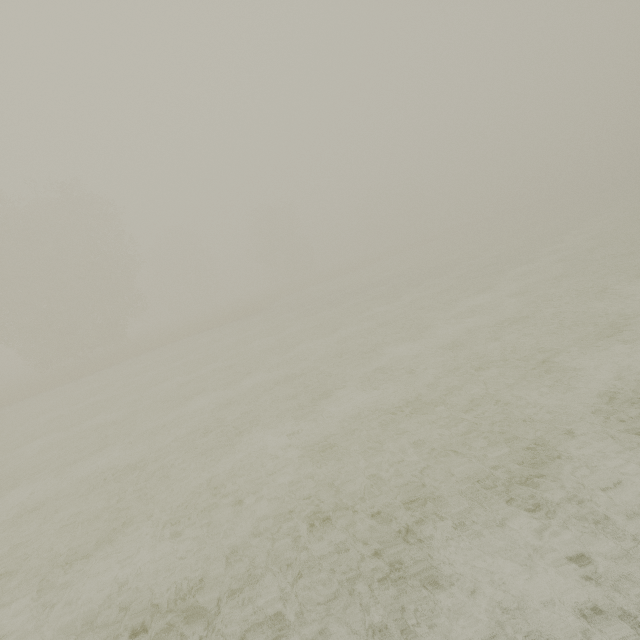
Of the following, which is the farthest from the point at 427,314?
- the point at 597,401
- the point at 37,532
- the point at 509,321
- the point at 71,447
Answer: the point at 71,447
